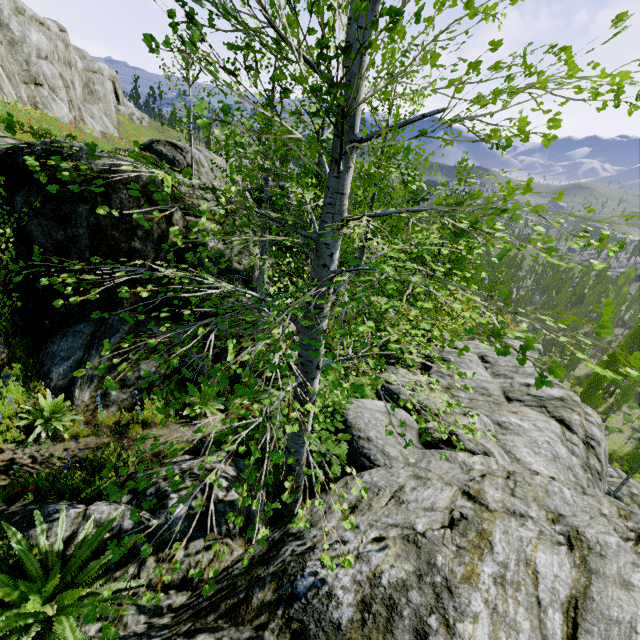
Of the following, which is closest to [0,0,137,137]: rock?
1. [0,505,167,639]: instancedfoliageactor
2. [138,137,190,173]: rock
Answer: [0,505,167,639]: instancedfoliageactor

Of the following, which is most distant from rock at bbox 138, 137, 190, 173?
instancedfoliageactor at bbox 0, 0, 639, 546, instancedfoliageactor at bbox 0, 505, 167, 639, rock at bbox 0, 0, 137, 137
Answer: instancedfoliageactor at bbox 0, 505, 167, 639

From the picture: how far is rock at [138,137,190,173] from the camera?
20.4 meters

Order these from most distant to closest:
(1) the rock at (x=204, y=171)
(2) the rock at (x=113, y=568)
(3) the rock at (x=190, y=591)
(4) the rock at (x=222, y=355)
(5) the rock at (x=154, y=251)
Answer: (1) the rock at (x=204, y=171) < (4) the rock at (x=222, y=355) < (5) the rock at (x=154, y=251) < (2) the rock at (x=113, y=568) < (3) the rock at (x=190, y=591)

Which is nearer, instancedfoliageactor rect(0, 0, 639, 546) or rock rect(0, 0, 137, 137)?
instancedfoliageactor rect(0, 0, 639, 546)

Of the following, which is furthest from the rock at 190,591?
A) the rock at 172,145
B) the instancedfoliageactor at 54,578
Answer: the rock at 172,145

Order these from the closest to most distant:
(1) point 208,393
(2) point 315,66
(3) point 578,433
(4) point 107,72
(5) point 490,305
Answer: (2) point 315,66 < (1) point 208,393 < (3) point 578,433 < (4) point 107,72 < (5) point 490,305

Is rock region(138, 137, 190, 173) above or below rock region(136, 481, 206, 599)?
above
